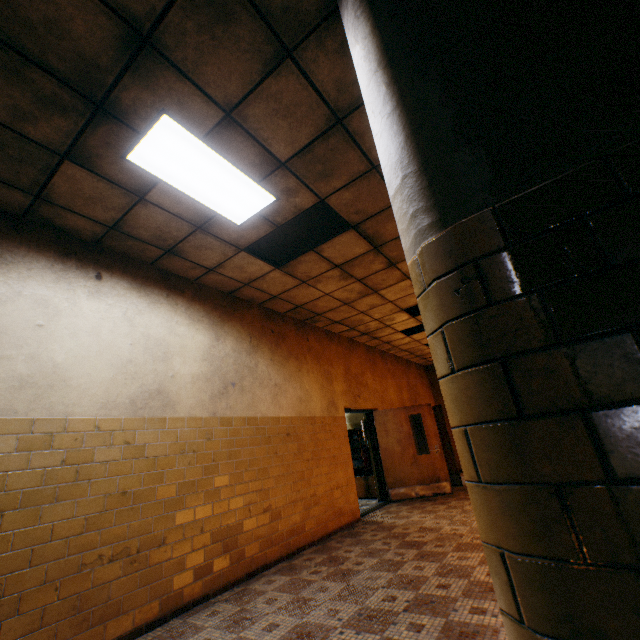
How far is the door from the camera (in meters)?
7.68

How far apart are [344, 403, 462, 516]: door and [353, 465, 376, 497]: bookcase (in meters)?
0.58

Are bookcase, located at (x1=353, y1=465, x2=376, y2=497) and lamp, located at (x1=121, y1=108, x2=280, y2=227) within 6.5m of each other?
no

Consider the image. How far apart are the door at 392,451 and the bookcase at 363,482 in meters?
0.6 m

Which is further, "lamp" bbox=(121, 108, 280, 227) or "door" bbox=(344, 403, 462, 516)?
"door" bbox=(344, 403, 462, 516)

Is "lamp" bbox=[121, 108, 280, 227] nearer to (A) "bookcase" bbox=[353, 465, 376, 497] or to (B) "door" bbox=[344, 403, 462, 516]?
(B) "door" bbox=[344, 403, 462, 516]

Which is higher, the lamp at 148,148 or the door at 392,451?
the lamp at 148,148

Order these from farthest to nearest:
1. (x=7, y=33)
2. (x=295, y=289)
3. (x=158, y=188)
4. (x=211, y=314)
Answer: (x=295, y=289)
(x=211, y=314)
(x=158, y=188)
(x=7, y=33)
